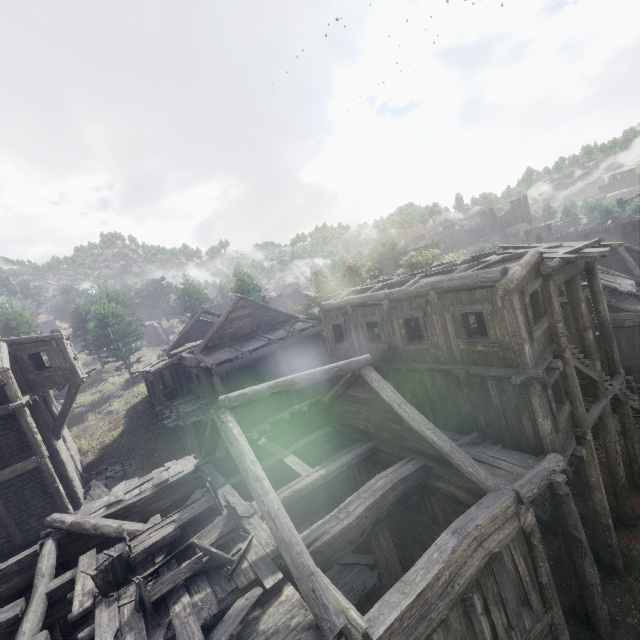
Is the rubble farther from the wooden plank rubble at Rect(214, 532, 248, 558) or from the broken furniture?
the broken furniture

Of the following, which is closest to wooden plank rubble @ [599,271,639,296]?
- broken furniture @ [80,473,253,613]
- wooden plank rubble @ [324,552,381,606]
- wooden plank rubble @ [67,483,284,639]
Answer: wooden plank rubble @ [324,552,381,606]

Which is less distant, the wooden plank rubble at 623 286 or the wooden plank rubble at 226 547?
the wooden plank rubble at 226 547

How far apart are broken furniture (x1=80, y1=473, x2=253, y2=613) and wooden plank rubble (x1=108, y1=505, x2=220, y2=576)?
0.01m

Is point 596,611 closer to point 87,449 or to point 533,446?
point 533,446

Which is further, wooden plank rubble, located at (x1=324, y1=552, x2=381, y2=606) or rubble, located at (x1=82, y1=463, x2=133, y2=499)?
rubble, located at (x1=82, y1=463, x2=133, y2=499)

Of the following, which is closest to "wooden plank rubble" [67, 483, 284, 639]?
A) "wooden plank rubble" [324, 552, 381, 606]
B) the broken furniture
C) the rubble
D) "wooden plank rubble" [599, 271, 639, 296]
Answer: the broken furniture

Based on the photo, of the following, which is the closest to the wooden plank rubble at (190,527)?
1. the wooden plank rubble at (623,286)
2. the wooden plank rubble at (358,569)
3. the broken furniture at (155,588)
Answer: the broken furniture at (155,588)
